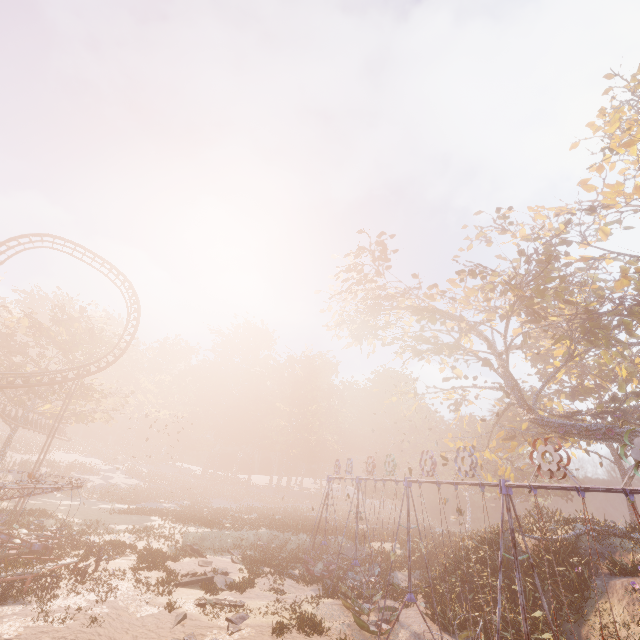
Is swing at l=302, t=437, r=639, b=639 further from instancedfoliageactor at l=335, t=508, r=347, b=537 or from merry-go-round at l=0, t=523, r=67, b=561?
merry-go-round at l=0, t=523, r=67, b=561

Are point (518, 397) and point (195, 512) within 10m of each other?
no

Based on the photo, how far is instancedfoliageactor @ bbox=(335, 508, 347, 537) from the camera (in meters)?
33.49

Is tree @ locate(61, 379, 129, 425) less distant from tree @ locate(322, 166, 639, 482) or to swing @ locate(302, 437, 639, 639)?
swing @ locate(302, 437, 639, 639)

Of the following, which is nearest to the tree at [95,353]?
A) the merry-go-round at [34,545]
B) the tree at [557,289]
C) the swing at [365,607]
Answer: the merry-go-round at [34,545]

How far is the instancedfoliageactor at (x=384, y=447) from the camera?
47.0 meters

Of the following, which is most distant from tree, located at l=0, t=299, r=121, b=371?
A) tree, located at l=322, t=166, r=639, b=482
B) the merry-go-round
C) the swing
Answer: tree, located at l=322, t=166, r=639, b=482

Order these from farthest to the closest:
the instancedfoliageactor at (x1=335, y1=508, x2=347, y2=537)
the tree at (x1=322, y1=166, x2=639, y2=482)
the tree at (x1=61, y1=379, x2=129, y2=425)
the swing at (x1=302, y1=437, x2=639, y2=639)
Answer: the tree at (x1=61, y1=379, x2=129, y2=425)
the instancedfoliageactor at (x1=335, y1=508, x2=347, y2=537)
the tree at (x1=322, y1=166, x2=639, y2=482)
the swing at (x1=302, y1=437, x2=639, y2=639)
